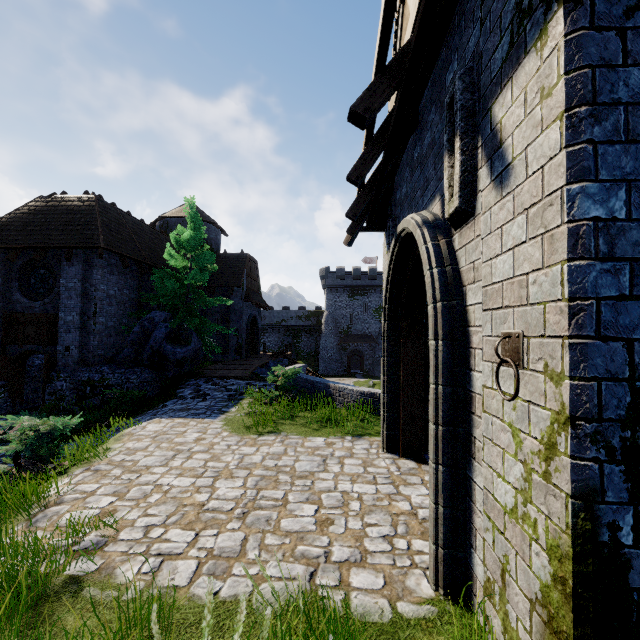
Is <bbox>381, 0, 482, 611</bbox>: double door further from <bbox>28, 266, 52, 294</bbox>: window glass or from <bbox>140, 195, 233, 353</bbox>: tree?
<bbox>28, 266, 52, 294</bbox>: window glass

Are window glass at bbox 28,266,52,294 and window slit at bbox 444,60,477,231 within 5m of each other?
no

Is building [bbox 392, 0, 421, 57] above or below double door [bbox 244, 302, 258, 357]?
above

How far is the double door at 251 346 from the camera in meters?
27.3 m

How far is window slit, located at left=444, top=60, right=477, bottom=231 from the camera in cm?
270

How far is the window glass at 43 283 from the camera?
15.0 meters

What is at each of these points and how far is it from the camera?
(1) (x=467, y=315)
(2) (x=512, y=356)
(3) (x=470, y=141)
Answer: (1) double door, 2.84m
(2) chain ring, 1.99m
(3) window slit, 2.71m

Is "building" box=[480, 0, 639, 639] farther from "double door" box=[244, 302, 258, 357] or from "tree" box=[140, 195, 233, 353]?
"double door" box=[244, 302, 258, 357]
